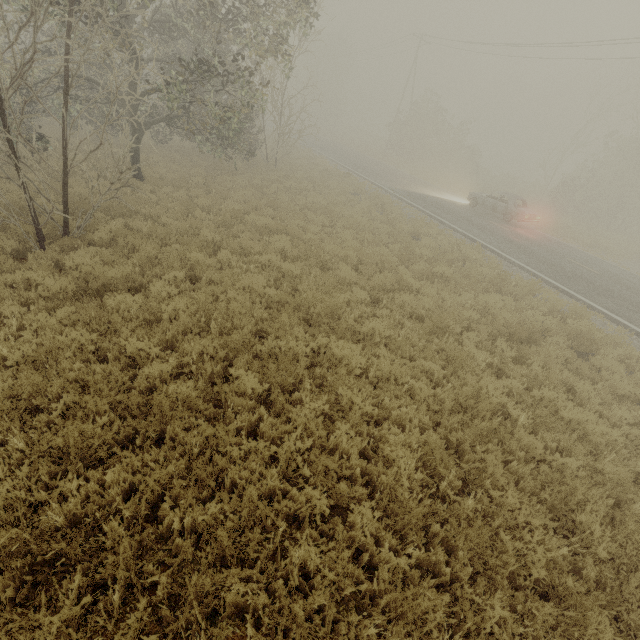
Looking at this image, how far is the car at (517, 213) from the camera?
18.6m

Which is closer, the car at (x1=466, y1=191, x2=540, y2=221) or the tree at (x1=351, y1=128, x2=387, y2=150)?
the car at (x1=466, y1=191, x2=540, y2=221)

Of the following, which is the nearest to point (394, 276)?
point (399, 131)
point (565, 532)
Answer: point (565, 532)

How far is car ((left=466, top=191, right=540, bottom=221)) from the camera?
18.6 meters

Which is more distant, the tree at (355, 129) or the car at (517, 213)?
the tree at (355, 129)

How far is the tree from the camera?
48.8 meters
